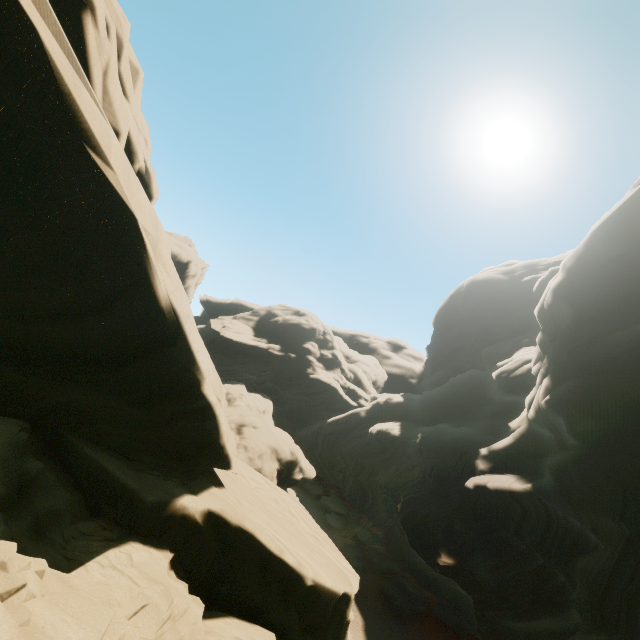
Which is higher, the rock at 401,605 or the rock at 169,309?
Answer: the rock at 169,309

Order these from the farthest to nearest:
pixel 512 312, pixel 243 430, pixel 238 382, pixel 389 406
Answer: pixel 512 312
pixel 389 406
pixel 238 382
pixel 243 430

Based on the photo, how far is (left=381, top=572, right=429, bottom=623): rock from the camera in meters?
26.0

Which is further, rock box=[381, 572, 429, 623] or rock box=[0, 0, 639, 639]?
rock box=[381, 572, 429, 623]

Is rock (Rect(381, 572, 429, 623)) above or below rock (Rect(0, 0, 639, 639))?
below

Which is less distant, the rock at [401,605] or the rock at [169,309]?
the rock at [169,309]
